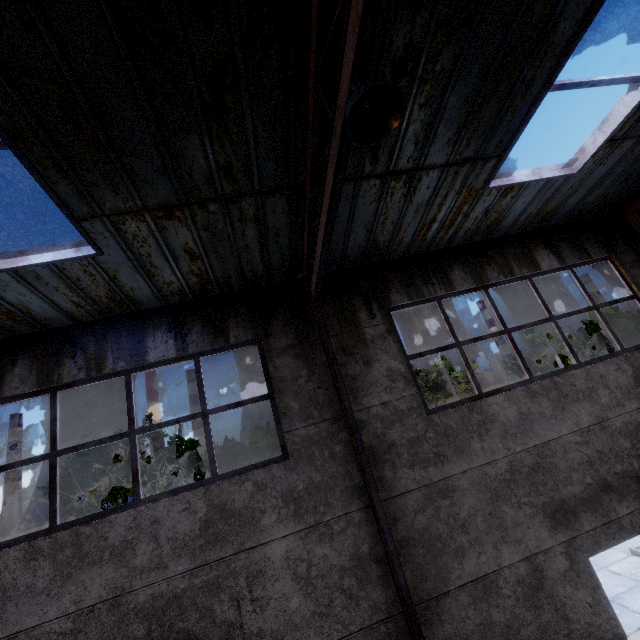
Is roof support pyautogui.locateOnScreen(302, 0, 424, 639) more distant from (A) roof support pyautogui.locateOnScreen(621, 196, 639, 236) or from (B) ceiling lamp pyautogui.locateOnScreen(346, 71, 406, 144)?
(A) roof support pyautogui.locateOnScreen(621, 196, 639, 236)

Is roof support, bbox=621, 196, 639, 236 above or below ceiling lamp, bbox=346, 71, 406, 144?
above

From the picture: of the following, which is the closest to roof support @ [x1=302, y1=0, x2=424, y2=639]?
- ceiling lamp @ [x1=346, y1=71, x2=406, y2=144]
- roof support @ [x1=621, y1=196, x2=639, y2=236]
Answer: ceiling lamp @ [x1=346, y1=71, x2=406, y2=144]

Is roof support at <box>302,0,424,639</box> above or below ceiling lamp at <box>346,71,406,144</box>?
above

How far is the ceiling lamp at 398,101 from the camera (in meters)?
2.09

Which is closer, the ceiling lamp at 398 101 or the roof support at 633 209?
the ceiling lamp at 398 101

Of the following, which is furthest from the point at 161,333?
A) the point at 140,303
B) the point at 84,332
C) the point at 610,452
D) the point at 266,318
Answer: the point at 610,452

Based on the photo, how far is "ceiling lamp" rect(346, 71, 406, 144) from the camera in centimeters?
209cm
